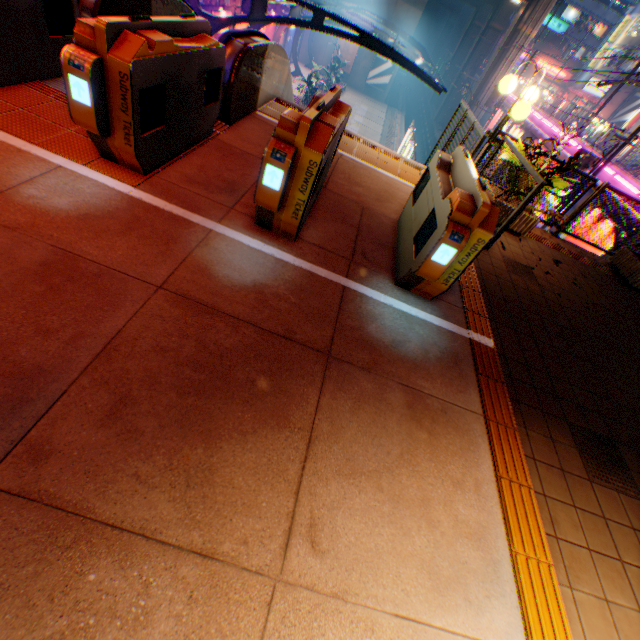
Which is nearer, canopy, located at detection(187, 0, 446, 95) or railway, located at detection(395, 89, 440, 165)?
canopy, located at detection(187, 0, 446, 95)

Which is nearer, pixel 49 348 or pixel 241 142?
pixel 49 348

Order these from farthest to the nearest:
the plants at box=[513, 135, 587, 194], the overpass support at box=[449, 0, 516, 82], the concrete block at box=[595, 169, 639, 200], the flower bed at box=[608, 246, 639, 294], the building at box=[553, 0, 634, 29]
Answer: the building at box=[553, 0, 634, 29]
the overpass support at box=[449, 0, 516, 82]
the concrete block at box=[595, 169, 639, 200]
the flower bed at box=[608, 246, 639, 294]
the plants at box=[513, 135, 587, 194]

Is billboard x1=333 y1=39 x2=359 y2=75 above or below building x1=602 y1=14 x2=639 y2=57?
below

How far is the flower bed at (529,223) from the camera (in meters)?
6.05

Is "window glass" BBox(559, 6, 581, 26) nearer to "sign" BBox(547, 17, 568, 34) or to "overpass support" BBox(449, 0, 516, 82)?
"sign" BBox(547, 17, 568, 34)

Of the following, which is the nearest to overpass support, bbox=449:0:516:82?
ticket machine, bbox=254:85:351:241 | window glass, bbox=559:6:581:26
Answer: ticket machine, bbox=254:85:351:241

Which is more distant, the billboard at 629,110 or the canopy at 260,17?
the billboard at 629,110
